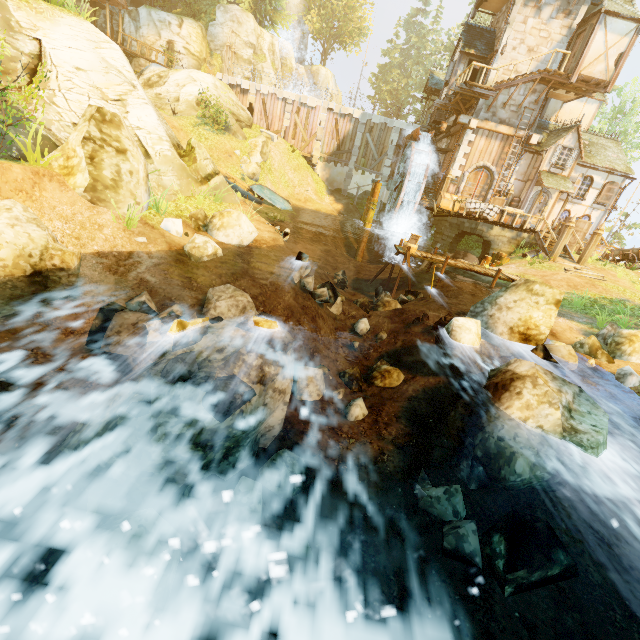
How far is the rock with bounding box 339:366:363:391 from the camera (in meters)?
8.35

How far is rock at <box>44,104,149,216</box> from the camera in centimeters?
777cm

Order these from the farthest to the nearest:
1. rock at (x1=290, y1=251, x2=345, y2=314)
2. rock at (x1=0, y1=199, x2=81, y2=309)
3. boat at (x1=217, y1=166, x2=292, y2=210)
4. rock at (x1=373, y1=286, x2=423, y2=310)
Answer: boat at (x1=217, y1=166, x2=292, y2=210) < rock at (x1=373, y1=286, x2=423, y2=310) < rock at (x1=290, y1=251, x2=345, y2=314) < rock at (x1=0, y1=199, x2=81, y2=309)

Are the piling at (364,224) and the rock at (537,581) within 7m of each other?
no

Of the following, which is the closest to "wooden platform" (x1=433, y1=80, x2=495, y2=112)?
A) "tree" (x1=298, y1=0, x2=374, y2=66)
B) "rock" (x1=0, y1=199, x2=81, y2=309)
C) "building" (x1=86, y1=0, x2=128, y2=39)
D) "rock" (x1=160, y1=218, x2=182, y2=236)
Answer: "tree" (x1=298, y1=0, x2=374, y2=66)

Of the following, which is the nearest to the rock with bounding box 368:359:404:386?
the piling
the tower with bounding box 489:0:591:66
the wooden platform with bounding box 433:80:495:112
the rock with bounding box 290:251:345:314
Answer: the rock with bounding box 290:251:345:314

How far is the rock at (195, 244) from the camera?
8.99m

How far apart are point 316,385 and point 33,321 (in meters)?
5.91
